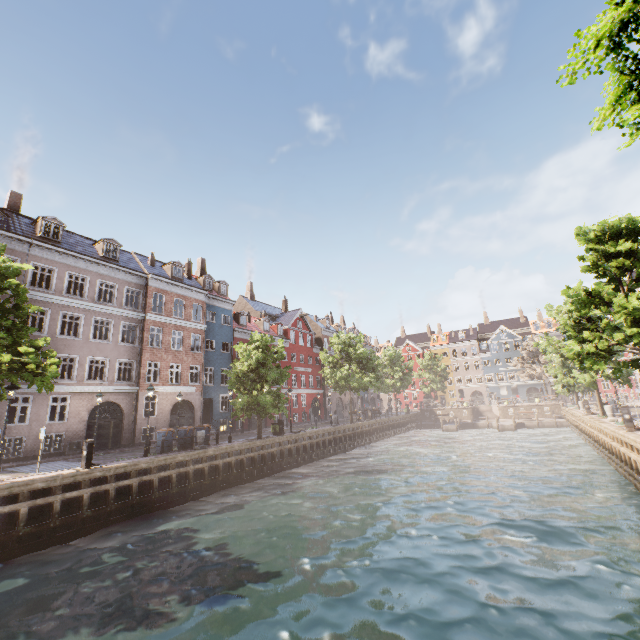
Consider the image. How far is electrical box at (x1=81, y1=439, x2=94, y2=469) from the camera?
14.02m

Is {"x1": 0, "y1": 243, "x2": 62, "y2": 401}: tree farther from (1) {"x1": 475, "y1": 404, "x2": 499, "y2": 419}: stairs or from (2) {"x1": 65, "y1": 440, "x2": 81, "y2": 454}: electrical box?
(2) {"x1": 65, "y1": 440, "x2": 81, "y2": 454}: electrical box

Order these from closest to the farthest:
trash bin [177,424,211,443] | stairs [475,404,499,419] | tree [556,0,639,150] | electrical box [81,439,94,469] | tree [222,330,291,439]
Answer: tree [556,0,639,150], electrical box [81,439,94,469], trash bin [177,424,211,443], tree [222,330,291,439], stairs [475,404,499,419]

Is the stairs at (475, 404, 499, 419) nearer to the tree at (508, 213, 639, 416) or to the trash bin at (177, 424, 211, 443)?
the tree at (508, 213, 639, 416)

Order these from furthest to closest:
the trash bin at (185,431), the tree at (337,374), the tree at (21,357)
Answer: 1. the tree at (337,374)
2. the trash bin at (185,431)
3. the tree at (21,357)

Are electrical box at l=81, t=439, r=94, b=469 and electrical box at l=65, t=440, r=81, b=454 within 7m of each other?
no

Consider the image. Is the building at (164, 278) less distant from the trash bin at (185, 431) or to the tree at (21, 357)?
the tree at (21, 357)

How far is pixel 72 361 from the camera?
27.7 meters
